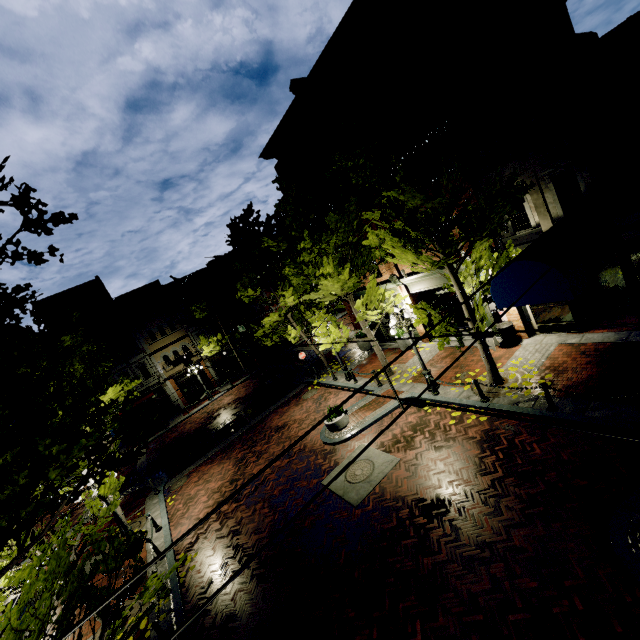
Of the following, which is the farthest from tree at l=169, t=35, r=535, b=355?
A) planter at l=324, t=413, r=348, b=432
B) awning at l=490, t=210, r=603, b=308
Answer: planter at l=324, t=413, r=348, b=432

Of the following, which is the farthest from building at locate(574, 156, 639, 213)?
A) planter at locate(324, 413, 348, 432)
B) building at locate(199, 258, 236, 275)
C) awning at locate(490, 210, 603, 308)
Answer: building at locate(199, 258, 236, 275)

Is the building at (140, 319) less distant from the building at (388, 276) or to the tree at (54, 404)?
the tree at (54, 404)

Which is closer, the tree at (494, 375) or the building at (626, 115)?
the building at (626, 115)

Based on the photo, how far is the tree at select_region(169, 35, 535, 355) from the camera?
8.4 meters

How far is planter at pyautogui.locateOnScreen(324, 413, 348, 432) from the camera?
13.01m

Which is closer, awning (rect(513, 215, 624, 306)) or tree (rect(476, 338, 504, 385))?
awning (rect(513, 215, 624, 306))

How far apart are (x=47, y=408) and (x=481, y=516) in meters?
10.8 m
